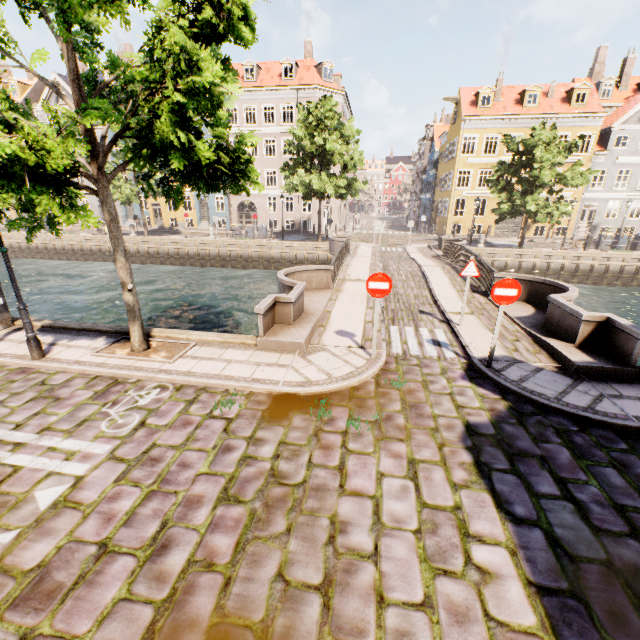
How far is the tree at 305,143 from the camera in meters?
22.7 m

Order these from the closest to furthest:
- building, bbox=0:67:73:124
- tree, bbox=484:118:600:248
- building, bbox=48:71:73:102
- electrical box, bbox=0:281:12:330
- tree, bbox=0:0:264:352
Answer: tree, bbox=0:0:264:352
electrical box, bbox=0:281:12:330
tree, bbox=484:118:600:248
building, bbox=48:71:73:102
building, bbox=0:67:73:124

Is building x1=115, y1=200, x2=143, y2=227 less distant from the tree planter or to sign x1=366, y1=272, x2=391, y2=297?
the tree planter

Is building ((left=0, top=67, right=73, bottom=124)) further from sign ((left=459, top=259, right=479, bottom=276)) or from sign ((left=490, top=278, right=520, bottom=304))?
sign ((left=459, top=259, right=479, bottom=276))

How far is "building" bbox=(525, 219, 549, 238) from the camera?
32.25m

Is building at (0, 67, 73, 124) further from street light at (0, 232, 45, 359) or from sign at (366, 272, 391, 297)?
sign at (366, 272, 391, 297)

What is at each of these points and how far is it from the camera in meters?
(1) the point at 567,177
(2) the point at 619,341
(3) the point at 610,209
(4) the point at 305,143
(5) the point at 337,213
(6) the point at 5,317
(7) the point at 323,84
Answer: (1) tree, 21.8
(2) bridge, 6.8
(3) building, 38.1
(4) tree, 23.2
(5) building, 37.2
(6) electrical box, 8.5
(7) building, 32.0

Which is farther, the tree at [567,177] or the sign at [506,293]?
the tree at [567,177]
